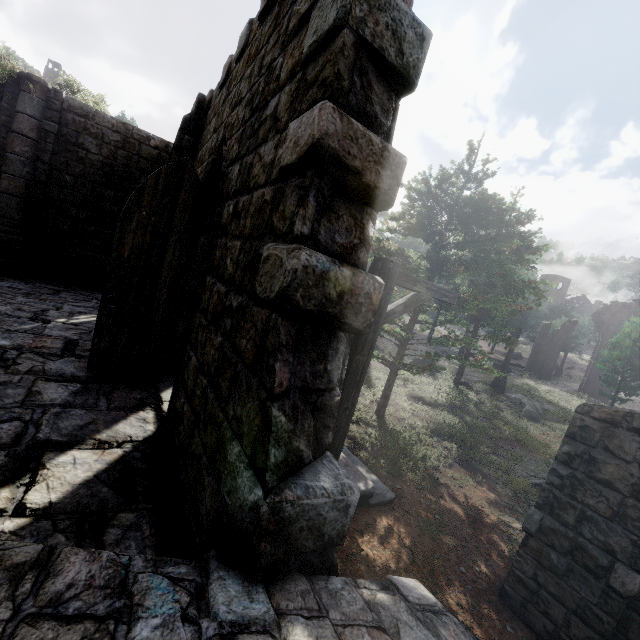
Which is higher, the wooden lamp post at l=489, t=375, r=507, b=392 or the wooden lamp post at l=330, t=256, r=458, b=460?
the wooden lamp post at l=330, t=256, r=458, b=460

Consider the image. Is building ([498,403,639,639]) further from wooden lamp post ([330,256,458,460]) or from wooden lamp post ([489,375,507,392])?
wooden lamp post ([489,375,507,392])

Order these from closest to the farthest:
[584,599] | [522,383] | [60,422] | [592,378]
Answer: [60,422] < [584,599] < [522,383] < [592,378]

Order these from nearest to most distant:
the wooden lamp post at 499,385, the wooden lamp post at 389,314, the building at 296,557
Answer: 1. the building at 296,557
2. the wooden lamp post at 389,314
3. the wooden lamp post at 499,385

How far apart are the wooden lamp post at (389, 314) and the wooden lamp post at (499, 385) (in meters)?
21.38

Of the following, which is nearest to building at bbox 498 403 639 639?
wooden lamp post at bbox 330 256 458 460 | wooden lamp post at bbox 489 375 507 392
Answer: wooden lamp post at bbox 330 256 458 460

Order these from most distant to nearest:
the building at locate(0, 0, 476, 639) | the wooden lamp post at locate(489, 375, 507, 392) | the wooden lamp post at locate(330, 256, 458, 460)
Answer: the wooden lamp post at locate(489, 375, 507, 392) < the wooden lamp post at locate(330, 256, 458, 460) < the building at locate(0, 0, 476, 639)

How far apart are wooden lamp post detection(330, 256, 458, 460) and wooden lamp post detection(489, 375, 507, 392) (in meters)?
21.38
